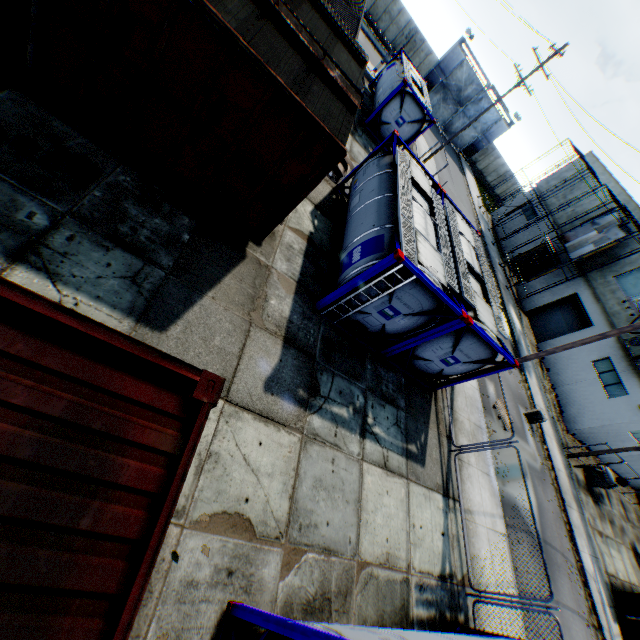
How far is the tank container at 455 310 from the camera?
8.3m

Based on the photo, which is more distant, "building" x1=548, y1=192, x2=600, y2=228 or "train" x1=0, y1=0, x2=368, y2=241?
"building" x1=548, y1=192, x2=600, y2=228

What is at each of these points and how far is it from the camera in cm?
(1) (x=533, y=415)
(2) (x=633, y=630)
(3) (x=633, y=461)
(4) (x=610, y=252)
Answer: (1) concrete block, 1794
(2) building, 1440
(3) building, 2439
(4) building, 2541

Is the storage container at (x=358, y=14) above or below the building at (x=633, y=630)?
above

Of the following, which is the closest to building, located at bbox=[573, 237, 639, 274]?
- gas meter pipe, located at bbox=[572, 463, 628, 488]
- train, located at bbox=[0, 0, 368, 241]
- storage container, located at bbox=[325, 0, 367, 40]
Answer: gas meter pipe, located at bbox=[572, 463, 628, 488]

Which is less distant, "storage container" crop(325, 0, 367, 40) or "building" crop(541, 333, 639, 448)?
"storage container" crop(325, 0, 367, 40)

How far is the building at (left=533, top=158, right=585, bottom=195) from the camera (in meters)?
31.84
